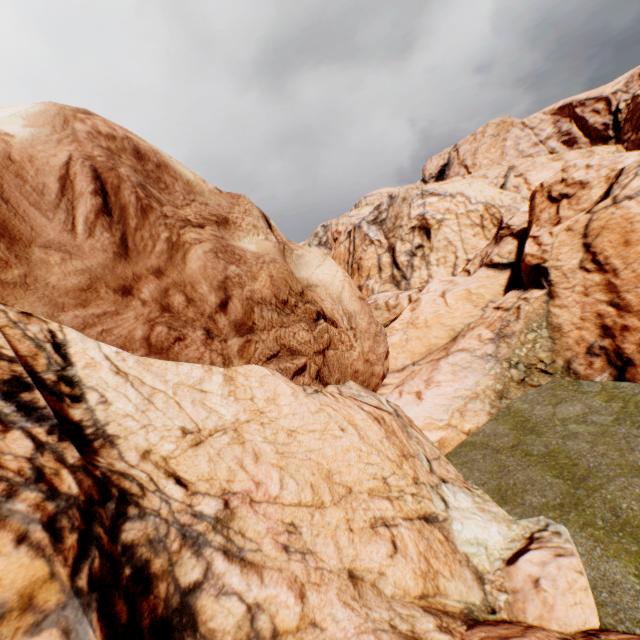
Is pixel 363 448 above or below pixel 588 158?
below
